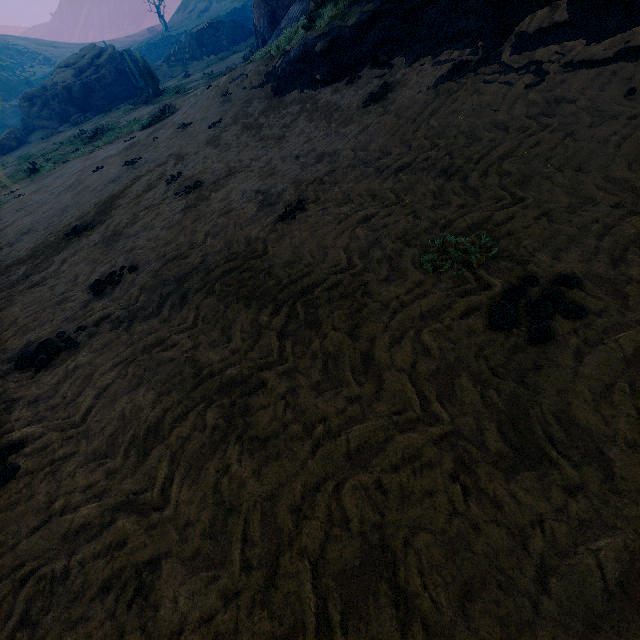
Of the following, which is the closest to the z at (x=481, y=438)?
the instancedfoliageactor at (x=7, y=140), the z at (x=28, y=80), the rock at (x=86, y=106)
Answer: the instancedfoliageactor at (x=7, y=140)

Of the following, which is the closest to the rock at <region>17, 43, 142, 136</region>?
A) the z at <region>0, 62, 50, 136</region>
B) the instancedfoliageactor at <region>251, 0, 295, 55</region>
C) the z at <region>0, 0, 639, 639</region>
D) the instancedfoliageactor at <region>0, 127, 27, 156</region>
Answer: the instancedfoliageactor at <region>251, 0, 295, 55</region>

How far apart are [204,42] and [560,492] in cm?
5414

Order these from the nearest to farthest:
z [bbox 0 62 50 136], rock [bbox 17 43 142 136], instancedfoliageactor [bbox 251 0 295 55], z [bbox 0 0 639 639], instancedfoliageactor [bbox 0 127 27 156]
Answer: z [bbox 0 0 639 639]
instancedfoliageactor [bbox 251 0 295 55]
instancedfoliageactor [bbox 0 127 27 156]
rock [bbox 17 43 142 136]
z [bbox 0 62 50 136]

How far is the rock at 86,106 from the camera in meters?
31.6

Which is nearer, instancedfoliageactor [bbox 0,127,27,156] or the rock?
instancedfoliageactor [bbox 0,127,27,156]

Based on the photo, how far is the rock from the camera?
31.6m

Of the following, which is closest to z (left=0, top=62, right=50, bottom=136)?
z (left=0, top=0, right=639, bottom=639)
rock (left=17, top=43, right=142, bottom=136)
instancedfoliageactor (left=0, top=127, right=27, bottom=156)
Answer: z (left=0, top=0, right=639, bottom=639)
